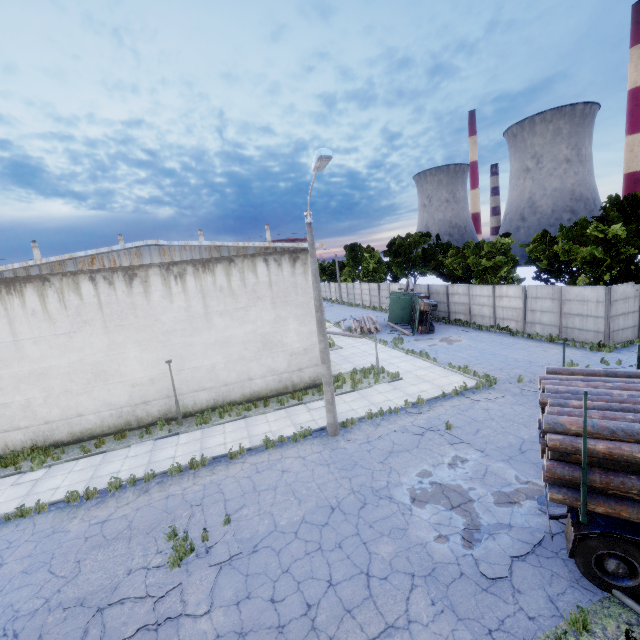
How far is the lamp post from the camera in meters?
9.8 m

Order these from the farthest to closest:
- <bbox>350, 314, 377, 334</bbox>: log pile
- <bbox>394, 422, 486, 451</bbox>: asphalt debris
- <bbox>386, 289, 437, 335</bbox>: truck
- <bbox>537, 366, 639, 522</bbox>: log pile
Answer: <bbox>350, 314, 377, 334</bbox>: log pile < <bbox>386, 289, 437, 335</bbox>: truck < <bbox>394, 422, 486, 451</bbox>: asphalt debris < <bbox>537, 366, 639, 522</bbox>: log pile

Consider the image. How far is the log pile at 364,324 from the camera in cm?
3061

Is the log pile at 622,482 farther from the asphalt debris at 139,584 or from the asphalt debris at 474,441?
the asphalt debris at 139,584

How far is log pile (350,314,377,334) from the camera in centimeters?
3061cm

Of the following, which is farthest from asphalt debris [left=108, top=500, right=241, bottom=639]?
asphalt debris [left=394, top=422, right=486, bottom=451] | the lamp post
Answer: asphalt debris [left=394, top=422, right=486, bottom=451]

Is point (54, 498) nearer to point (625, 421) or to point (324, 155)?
point (324, 155)

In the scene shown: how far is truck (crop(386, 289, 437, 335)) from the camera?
27.66m
